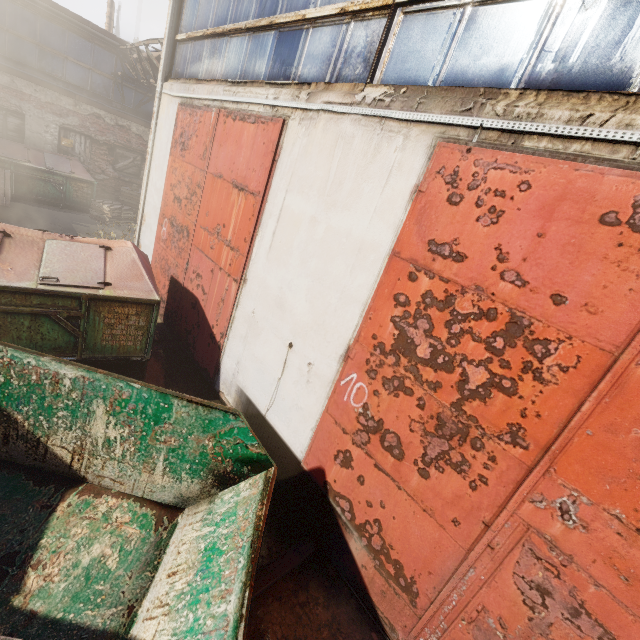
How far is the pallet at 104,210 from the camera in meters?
11.7

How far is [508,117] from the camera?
2.4 meters

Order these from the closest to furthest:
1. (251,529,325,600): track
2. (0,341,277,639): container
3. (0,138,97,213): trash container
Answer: (0,341,277,639): container, (251,529,325,600): track, (0,138,97,213): trash container

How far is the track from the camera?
3.07m

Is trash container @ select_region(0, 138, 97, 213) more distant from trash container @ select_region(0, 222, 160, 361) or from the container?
the container

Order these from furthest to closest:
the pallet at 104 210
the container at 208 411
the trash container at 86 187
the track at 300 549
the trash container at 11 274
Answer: the pallet at 104 210
the trash container at 86 187
the trash container at 11 274
the track at 300 549
the container at 208 411

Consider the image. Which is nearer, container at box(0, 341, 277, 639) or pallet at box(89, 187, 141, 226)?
container at box(0, 341, 277, 639)

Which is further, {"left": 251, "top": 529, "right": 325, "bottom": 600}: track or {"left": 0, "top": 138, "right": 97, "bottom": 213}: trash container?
{"left": 0, "top": 138, "right": 97, "bottom": 213}: trash container
